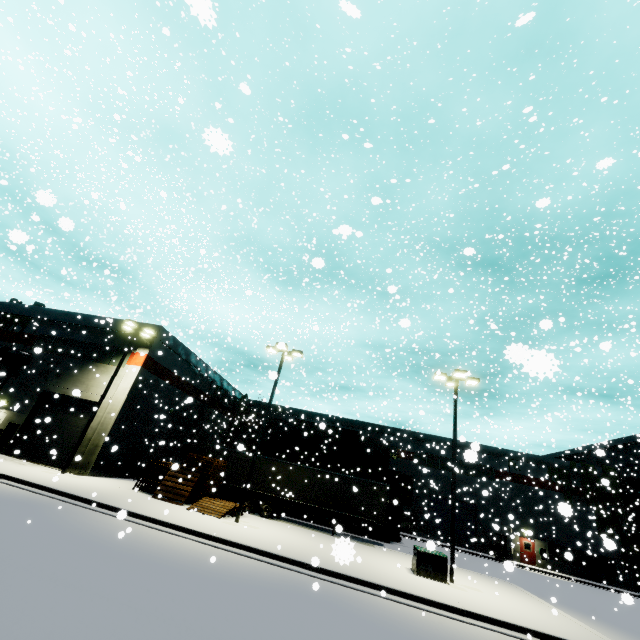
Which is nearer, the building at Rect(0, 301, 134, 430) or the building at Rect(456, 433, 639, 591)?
the building at Rect(0, 301, 134, 430)

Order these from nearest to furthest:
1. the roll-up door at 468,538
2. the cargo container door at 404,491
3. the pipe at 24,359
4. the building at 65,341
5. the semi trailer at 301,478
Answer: the semi trailer at 301,478
the building at 65,341
the pipe at 24,359
the cargo container door at 404,491
the roll-up door at 468,538

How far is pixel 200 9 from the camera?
1.4 meters

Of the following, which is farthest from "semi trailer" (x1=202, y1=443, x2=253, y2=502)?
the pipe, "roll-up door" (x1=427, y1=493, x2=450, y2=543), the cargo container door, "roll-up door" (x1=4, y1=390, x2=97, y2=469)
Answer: the pipe

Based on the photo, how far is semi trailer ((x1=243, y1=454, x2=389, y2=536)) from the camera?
21.0m

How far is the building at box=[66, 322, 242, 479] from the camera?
21.6m

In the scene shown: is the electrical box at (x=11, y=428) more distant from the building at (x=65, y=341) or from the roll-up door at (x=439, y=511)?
the roll-up door at (x=439, y=511)

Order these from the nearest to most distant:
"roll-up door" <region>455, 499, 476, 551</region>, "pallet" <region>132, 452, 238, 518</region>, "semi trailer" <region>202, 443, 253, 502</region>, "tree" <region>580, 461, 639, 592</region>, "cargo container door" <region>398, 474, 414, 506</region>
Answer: →
"pallet" <region>132, 452, 238, 518</region>
"semi trailer" <region>202, 443, 253, 502</region>
"cargo container door" <region>398, 474, 414, 506</region>
"tree" <region>580, 461, 639, 592</region>
"roll-up door" <region>455, 499, 476, 551</region>
